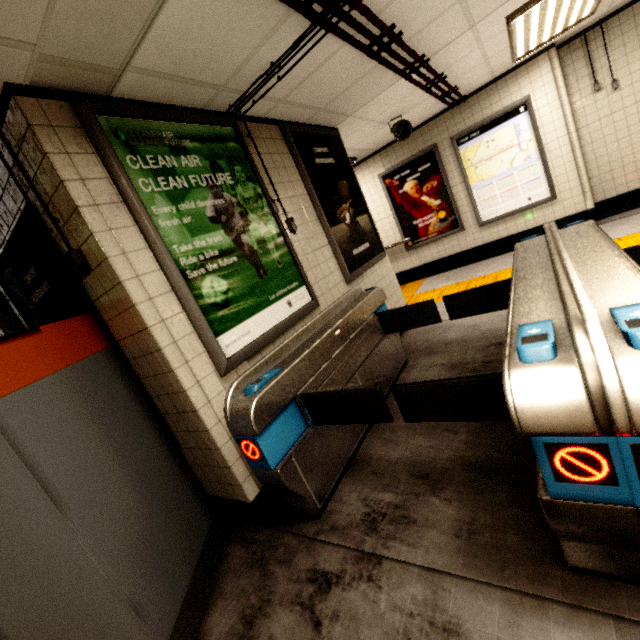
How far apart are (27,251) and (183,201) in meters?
1.1

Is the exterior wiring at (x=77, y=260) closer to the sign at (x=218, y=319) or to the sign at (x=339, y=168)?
the sign at (x=218, y=319)

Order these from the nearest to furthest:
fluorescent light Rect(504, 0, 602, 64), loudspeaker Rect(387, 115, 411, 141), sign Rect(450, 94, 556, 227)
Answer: fluorescent light Rect(504, 0, 602, 64)
loudspeaker Rect(387, 115, 411, 141)
sign Rect(450, 94, 556, 227)

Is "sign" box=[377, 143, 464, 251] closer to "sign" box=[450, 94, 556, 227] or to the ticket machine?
"sign" box=[450, 94, 556, 227]

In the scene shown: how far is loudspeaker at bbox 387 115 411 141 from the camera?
4.9m

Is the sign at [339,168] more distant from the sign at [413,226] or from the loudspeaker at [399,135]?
the sign at [413,226]

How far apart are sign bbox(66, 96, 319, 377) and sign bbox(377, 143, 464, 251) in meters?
4.8 m

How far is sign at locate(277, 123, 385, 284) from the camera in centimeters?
344cm
